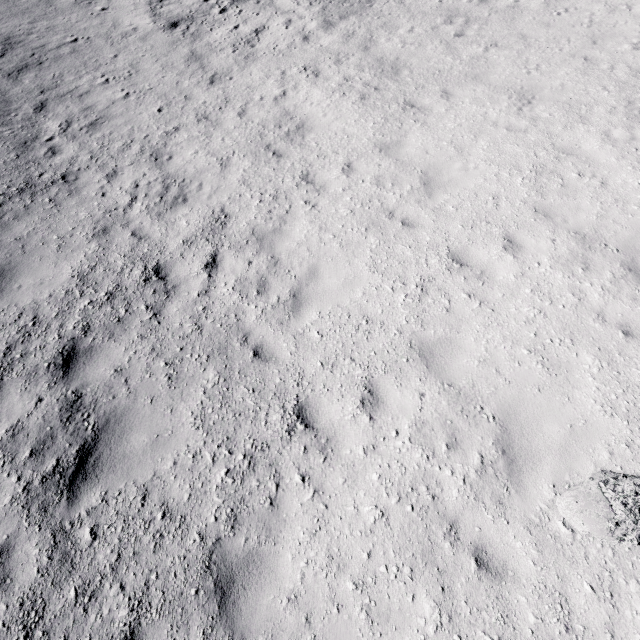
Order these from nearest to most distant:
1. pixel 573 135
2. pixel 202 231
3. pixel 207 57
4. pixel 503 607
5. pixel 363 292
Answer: pixel 503 607 < pixel 363 292 < pixel 202 231 < pixel 573 135 < pixel 207 57
